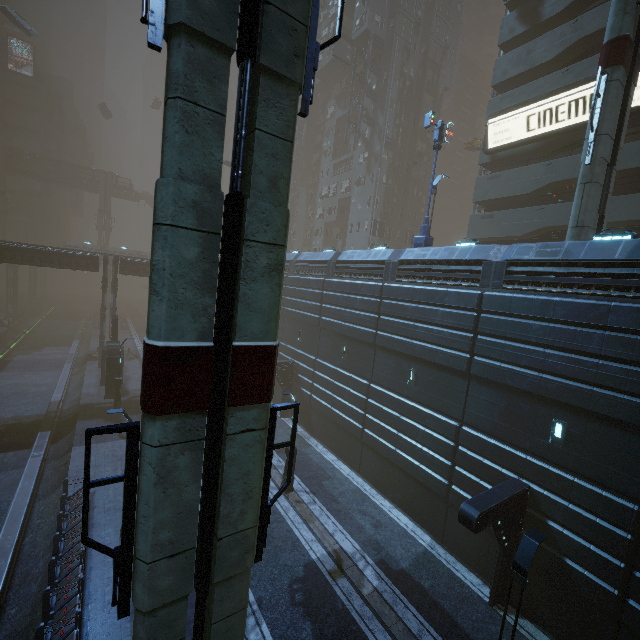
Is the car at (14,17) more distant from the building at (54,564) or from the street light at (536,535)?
the street light at (536,535)

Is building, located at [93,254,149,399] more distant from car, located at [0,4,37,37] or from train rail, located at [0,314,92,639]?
car, located at [0,4,37,37]

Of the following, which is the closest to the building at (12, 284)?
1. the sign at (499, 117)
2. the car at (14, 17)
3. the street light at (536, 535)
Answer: the sign at (499, 117)

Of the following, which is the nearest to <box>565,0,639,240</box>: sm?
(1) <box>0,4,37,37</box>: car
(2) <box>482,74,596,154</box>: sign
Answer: (2) <box>482,74,596,154</box>: sign

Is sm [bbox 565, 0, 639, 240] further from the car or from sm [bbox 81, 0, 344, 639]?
the car

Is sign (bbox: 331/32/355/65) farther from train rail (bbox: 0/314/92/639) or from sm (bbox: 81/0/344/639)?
train rail (bbox: 0/314/92/639)

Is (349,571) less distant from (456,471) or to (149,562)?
(456,471)

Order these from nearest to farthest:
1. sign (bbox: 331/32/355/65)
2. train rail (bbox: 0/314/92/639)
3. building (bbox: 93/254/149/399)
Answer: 1. train rail (bbox: 0/314/92/639)
2. building (bbox: 93/254/149/399)
3. sign (bbox: 331/32/355/65)
